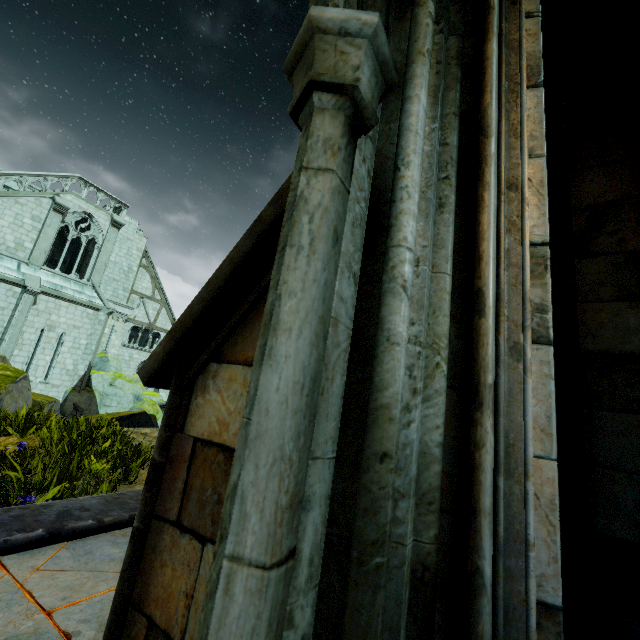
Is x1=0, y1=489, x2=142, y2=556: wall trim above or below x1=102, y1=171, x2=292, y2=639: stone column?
below

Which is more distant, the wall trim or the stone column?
the wall trim

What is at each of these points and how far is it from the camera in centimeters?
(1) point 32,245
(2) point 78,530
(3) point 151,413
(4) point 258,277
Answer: (1) building, 1897cm
(2) wall trim, 261cm
(3) rock, 2088cm
(4) stone column, 137cm

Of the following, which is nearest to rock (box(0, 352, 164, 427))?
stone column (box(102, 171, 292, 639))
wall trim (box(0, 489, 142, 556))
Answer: wall trim (box(0, 489, 142, 556))

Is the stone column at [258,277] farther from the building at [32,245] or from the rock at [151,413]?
the rock at [151,413]

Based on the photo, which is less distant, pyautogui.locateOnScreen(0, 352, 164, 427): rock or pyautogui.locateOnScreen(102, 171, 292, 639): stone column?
pyautogui.locateOnScreen(102, 171, 292, 639): stone column

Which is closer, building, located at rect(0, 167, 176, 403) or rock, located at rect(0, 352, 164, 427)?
rock, located at rect(0, 352, 164, 427)

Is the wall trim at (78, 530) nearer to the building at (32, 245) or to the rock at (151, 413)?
the building at (32, 245)
